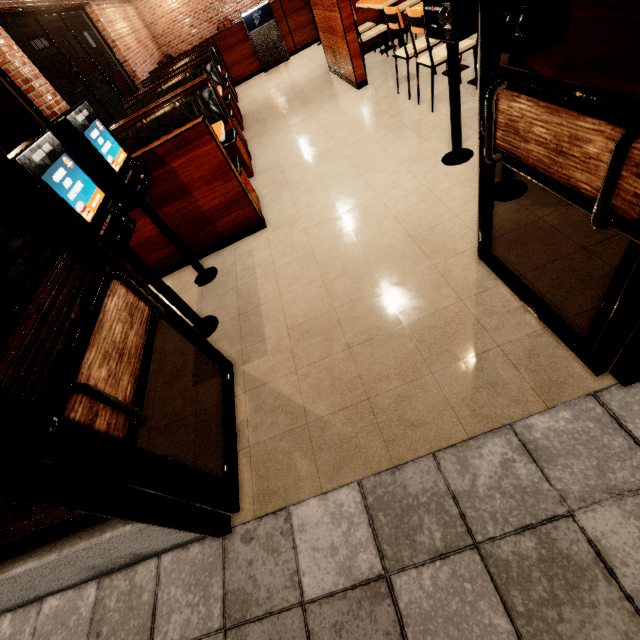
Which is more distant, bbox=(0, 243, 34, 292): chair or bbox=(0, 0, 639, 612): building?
bbox=(0, 243, 34, 292): chair

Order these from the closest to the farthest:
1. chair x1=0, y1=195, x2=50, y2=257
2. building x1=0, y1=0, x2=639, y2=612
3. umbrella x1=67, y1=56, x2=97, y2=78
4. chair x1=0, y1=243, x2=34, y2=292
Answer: building x1=0, y1=0, x2=639, y2=612
chair x1=0, y1=243, x2=34, y2=292
chair x1=0, y1=195, x2=50, y2=257
umbrella x1=67, y1=56, x2=97, y2=78

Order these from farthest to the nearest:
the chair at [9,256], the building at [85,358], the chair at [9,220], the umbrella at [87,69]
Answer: the umbrella at [87,69], the chair at [9,220], the chair at [9,256], the building at [85,358]

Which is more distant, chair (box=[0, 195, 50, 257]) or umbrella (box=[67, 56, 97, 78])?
umbrella (box=[67, 56, 97, 78])

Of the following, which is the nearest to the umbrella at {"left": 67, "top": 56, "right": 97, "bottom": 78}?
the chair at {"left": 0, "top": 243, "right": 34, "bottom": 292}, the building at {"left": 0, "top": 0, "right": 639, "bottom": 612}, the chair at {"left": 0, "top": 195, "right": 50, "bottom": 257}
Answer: the building at {"left": 0, "top": 0, "right": 639, "bottom": 612}

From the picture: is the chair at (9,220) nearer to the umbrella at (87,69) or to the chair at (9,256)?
the chair at (9,256)

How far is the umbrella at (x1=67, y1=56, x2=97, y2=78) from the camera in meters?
7.1 m

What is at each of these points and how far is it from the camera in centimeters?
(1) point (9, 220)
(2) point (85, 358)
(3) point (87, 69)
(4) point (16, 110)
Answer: (1) chair, 539cm
(2) building, 130cm
(3) umbrella, 716cm
(4) umbrella, 510cm
